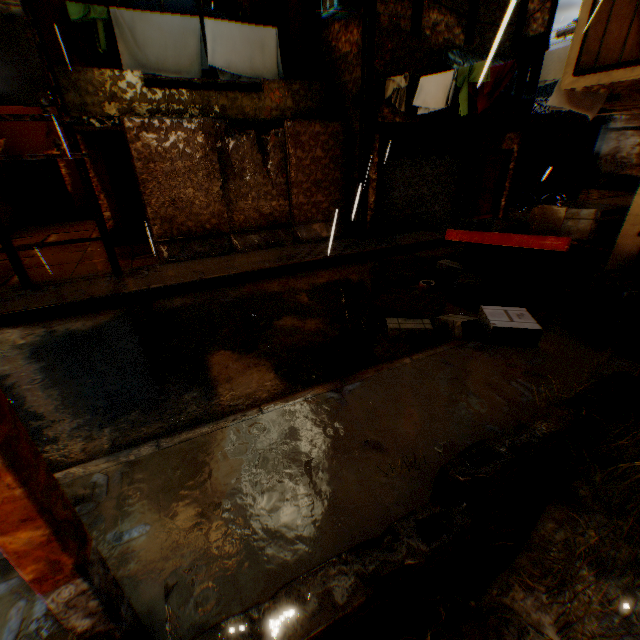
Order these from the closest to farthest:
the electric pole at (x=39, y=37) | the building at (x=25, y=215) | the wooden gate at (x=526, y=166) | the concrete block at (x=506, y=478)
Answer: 1. the concrete block at (x=506, y=478)
2. the electric pole at (x=39, y=37)
3. the building at (x=25, y=215)
4. the wooden gate at (x=526, y=166)

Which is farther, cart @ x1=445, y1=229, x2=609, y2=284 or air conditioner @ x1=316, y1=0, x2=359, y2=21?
air conditioner @ x1=316, y1=0, x2=359, y2=21

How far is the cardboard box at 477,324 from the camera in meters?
4.7 m

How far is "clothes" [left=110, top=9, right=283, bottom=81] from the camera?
8.0m

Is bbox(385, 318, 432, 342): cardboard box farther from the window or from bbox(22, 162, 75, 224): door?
bbox(22, 162, 75, 224): door

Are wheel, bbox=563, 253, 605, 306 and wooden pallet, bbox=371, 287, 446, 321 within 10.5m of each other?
yes

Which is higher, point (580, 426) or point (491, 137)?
point (491, 137)

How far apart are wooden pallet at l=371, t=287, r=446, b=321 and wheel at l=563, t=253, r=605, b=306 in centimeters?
195cm
